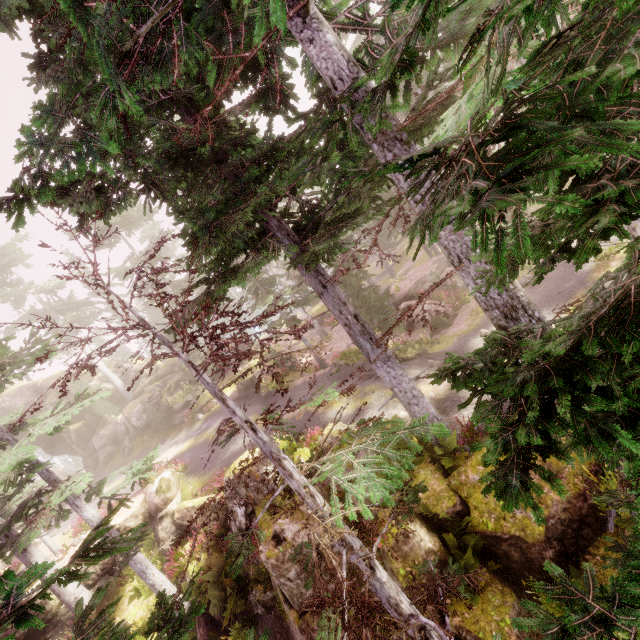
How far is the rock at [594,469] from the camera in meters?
7.3 m

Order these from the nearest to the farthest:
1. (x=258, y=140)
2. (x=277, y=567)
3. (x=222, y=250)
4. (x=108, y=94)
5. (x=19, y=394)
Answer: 1. (x=108, y=94)
2. (x=222, y=250)
3. (x=258, y=140)
4. (x=277, y=567)
5. (x=19, y=394)

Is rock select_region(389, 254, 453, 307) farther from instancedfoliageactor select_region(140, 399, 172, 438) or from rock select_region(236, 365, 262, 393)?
rock select_region(236, 365, 262, 393)

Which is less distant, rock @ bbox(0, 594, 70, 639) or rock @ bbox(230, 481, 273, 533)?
Answer: rock @ bbox(230, 481, 273, 533)

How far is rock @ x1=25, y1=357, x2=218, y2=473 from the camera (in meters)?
29.12

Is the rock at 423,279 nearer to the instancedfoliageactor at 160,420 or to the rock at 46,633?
the instancedfoliageactor at 160,420

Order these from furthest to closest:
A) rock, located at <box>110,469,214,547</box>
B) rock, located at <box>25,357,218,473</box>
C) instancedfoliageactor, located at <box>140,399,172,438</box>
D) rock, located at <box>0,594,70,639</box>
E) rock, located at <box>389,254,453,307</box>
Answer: rock, located at <box>25,357,218,473</box>
instancedfoliageactor, located at <box>140,399,172,438</box>
rock, located at <box>389,254,453,307</box>
rock, located at <box>110,469,214,547</box>
rock, located at <box>0,594,70,639</box>
